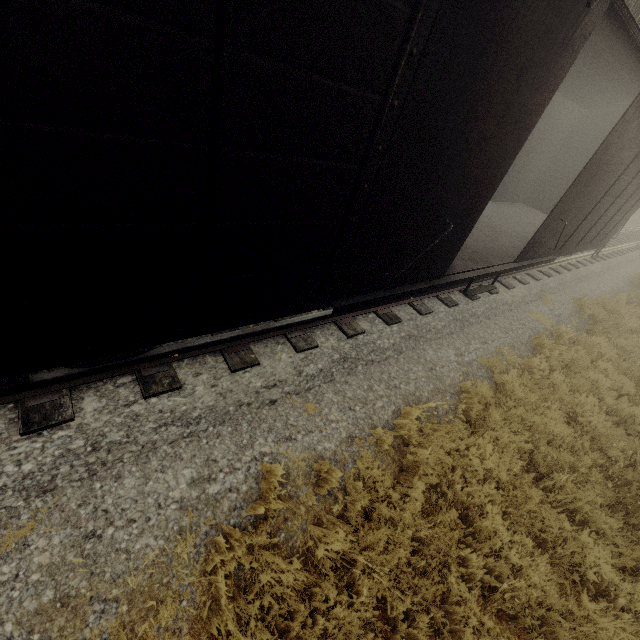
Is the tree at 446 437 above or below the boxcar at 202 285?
below

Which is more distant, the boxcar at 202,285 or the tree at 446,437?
the tree at 446,437

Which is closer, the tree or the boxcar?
the boxcar

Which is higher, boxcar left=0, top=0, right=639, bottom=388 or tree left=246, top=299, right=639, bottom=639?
boxcar left=0, top=0, right=639, bottom=388

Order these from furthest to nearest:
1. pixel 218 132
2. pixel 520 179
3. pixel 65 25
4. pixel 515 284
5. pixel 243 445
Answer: pixel 520 179 → pixel 515 284 → pixel 243 445 → pixel 218 132 → pixel 65 25
